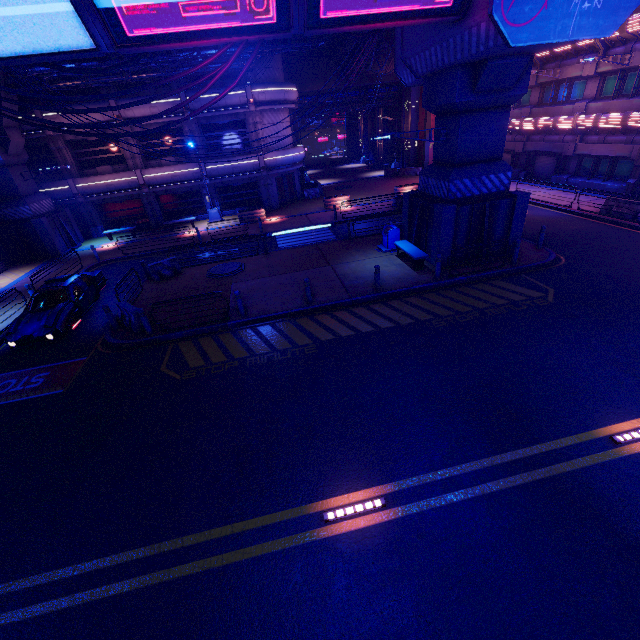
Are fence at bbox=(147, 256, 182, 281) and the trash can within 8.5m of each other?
no

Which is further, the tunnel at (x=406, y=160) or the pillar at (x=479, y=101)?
the tunnel at (x=406, y=160)

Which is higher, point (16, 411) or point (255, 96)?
point (255, 96)

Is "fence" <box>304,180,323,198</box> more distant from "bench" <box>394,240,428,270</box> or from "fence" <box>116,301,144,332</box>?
"fence" <box>116,301,144,332</box>

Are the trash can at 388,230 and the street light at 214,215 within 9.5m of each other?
no

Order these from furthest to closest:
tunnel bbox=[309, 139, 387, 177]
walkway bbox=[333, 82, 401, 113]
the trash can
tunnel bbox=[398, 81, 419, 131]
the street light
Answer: tunnel bbox=[309, 139, 387, 177], walkway bbox=[333, 82, 401, 113], tunnel bbox=[398, 81, 419, 131], the street light, the trash can

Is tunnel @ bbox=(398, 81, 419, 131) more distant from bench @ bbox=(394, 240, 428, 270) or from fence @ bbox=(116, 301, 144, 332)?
fence @ bbox=(116, 301, 144, 332)

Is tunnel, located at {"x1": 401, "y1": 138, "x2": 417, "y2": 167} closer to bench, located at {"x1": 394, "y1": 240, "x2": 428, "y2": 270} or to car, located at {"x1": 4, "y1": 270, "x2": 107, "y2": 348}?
bench, located at {"x1": 394, "y1": 240, "x2": 428, "y2": 270}
